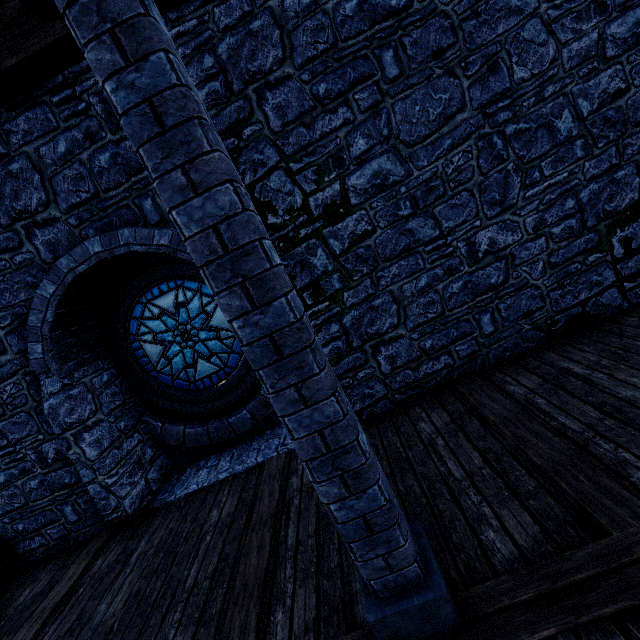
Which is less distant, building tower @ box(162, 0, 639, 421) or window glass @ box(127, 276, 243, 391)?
building tower @ box(162, 0, 639, 421)

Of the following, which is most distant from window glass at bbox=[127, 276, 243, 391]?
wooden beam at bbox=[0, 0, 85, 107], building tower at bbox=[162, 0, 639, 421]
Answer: wooden beam at bbox=[0, 0, 85, 107]

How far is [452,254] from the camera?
4.3m

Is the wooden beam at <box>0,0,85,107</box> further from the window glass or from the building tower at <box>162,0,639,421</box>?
the window glass

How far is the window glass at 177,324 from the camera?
5.56m

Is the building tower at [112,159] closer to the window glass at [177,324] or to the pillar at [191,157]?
the window glass at [177,324]

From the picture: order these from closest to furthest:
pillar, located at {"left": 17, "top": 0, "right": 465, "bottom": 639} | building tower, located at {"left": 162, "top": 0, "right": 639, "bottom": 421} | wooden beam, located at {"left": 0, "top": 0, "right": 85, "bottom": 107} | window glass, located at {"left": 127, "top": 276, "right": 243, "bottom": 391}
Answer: A: pillar, located at {"left": 17, "top": 0, "right": 465, "bottom": 639}, wooden beam, located at {"left": 0, "top": 0, "right": 85, "bottom": 107}, building tower, located at {"left": 162, "top": 0, "right": 639, "bottom": 421}, window glass, located at {"left": 127, "top": 276, "right": 243, "bottom": 391}
